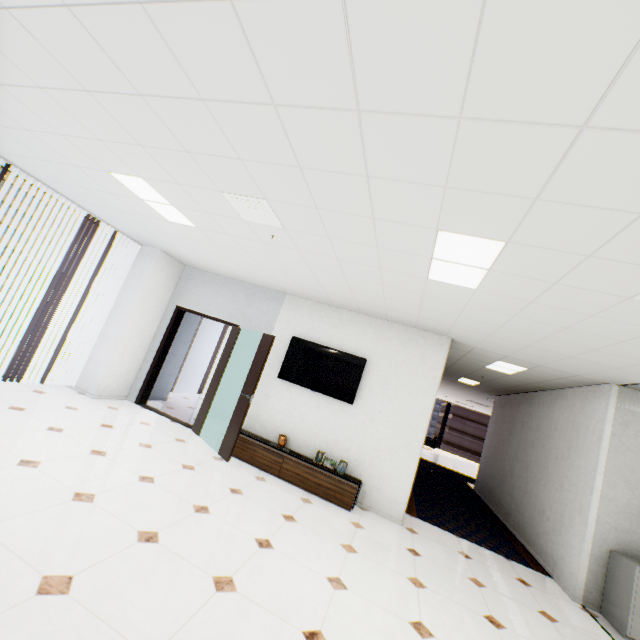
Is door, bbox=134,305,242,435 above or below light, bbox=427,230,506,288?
below

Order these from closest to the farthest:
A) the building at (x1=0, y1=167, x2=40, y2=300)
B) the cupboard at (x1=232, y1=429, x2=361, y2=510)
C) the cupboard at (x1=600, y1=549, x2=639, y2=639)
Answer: the cupboard at (x1=600, y1=549, x2=639, y2=639) < the cupboard at (x1=232, y1=429, x2=361, y2=510) < the building at (x1=0, y1=167, x2=40, y2=300)

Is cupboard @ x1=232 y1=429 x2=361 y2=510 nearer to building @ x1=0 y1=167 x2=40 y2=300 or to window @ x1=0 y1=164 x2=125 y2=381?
window @ x1=0 y1=164 x2=125 y2=381

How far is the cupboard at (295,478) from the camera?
4.72m

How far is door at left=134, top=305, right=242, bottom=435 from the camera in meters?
5.9 m

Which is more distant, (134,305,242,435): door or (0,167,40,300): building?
(0,167,40,300): building

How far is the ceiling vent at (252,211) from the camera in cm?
300

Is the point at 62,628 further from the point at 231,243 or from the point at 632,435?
the point at 632,435
